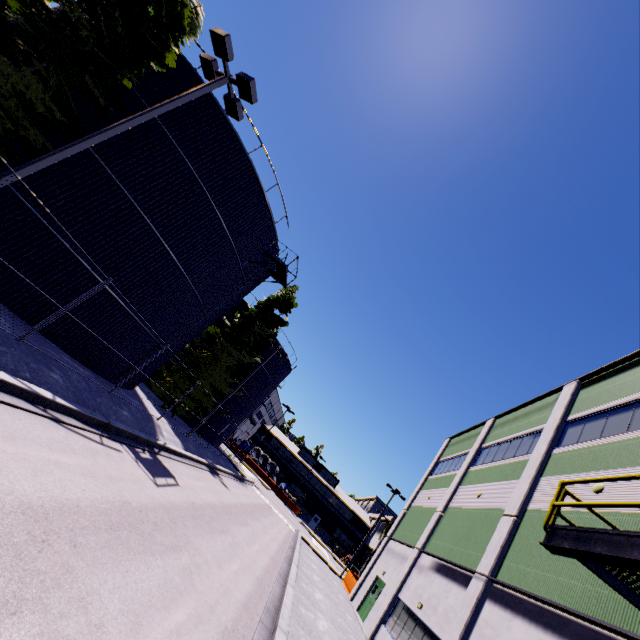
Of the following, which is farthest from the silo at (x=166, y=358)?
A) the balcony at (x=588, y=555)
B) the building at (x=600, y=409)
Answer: the balcony at (x=588, y=555)

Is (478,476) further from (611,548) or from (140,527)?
(140,527)

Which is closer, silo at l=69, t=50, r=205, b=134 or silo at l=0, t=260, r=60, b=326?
silo at l=0, t=260, r=60, b=326

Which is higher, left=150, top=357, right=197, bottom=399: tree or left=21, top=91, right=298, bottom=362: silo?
left=21, top=91, right=298, bottom=362: silo

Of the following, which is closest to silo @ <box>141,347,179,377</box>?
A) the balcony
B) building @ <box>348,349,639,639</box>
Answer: building @ <box>348,349,639,639</box>

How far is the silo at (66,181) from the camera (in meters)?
12.91

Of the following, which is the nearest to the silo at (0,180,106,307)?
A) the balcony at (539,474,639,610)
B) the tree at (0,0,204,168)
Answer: the tree at (0,0,204,168)

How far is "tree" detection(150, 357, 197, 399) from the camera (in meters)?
25.36
